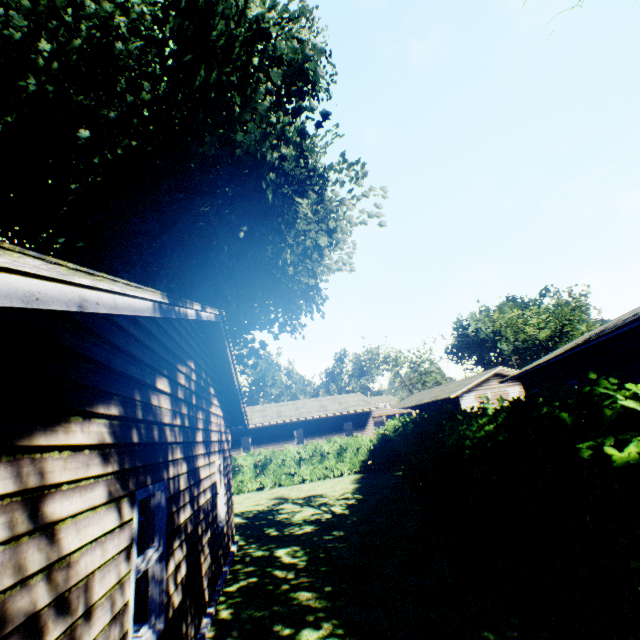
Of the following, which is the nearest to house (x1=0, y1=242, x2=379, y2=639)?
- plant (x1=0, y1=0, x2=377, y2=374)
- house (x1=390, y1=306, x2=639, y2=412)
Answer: plant (x1=0, y1=0, x2=377, y2=374)

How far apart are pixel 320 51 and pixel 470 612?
13.8m

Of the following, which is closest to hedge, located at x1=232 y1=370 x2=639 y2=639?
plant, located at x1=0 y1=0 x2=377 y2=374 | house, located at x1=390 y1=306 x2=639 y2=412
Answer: plant, located at x1=0 y1=0 x2=377 y2=374

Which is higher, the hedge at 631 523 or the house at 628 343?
the house at 628 343

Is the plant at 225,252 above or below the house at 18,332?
above

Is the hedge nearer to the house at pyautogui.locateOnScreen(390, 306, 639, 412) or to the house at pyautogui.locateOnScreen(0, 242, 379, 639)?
the house at pyautogui.locateOnScreen(0, 242, 379, 639)

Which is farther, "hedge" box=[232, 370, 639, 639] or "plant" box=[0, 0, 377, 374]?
"plant" box=[0, 0, 377, 374]

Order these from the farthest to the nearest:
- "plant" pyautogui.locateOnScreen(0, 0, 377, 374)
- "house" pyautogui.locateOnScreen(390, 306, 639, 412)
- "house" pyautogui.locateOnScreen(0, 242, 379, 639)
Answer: "house" pyautogui.locateOnScreen(390, 306, 639, 412) → "plant" pyautogui.locateOnScreen(0, 0, 377, 374) → "house" pyautogui.locateOnScreen(0, 242, 379, 639)
